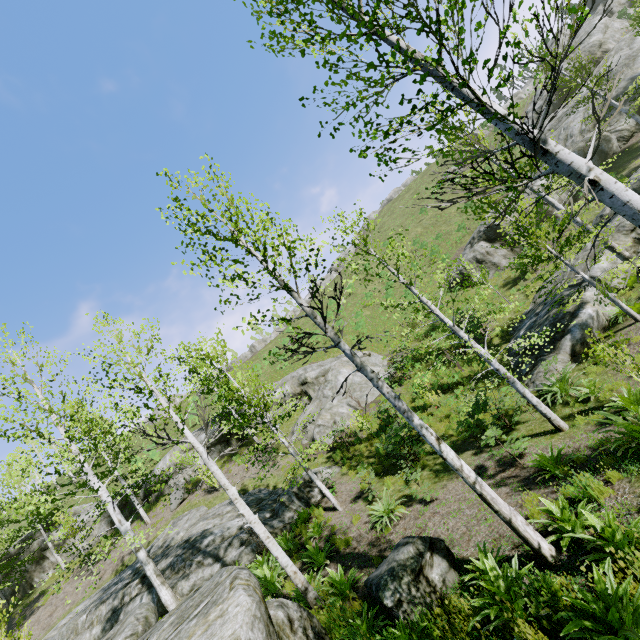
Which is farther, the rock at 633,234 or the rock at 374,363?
the rock at 374,363

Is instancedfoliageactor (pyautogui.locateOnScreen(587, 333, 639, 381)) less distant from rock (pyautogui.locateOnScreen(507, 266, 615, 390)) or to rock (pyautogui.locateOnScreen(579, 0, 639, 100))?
rock (pyautogui.locateOnScreen(507, 266, 615, 390))

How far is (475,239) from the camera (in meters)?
27.77

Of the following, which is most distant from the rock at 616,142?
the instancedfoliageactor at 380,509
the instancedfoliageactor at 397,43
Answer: the instancedfoliageactor at 380,509

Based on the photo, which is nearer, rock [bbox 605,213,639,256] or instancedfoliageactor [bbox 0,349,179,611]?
instancedfoliageactor [bbox 0,349,179,611]

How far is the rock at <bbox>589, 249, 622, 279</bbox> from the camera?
14.31m

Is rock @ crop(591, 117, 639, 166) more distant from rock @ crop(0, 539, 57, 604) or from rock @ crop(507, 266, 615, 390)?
rock @ crop(0, 539, 57, 604)
